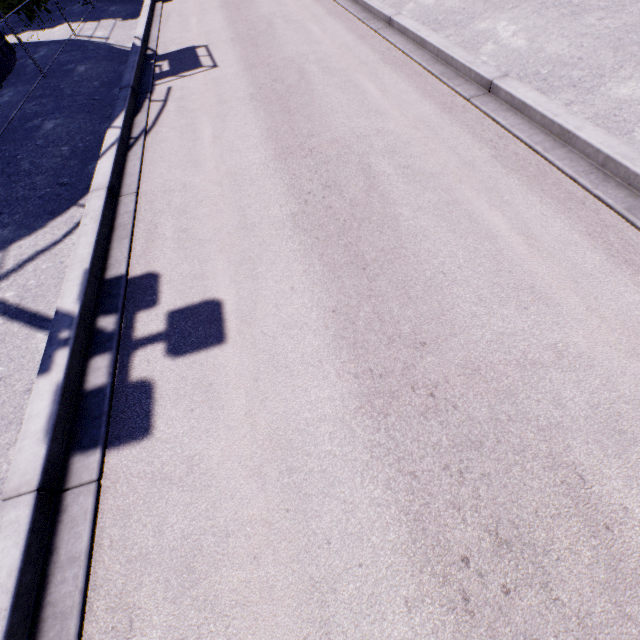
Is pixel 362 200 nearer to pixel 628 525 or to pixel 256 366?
pixel 256 366
